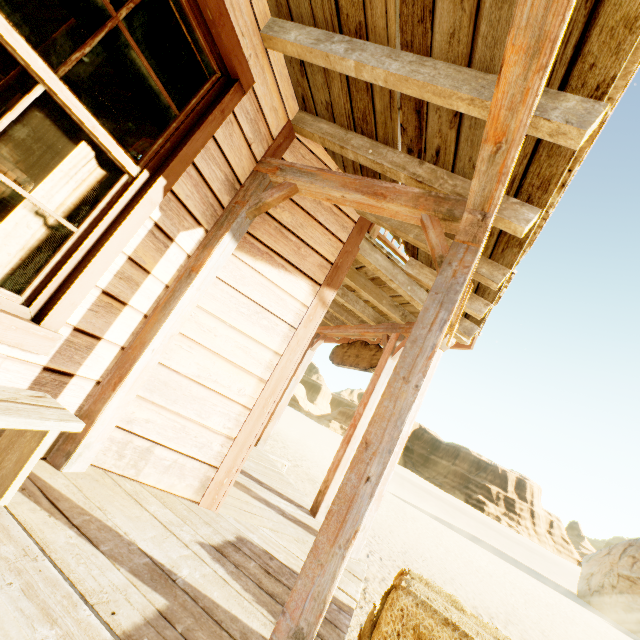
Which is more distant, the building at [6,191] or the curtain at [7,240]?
the building at [6,191]

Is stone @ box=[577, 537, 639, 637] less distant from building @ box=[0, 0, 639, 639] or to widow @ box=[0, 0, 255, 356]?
building @ box=[0, 0, 639, 639]

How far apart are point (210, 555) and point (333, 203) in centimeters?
267cm

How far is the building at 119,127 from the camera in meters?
9.1 m

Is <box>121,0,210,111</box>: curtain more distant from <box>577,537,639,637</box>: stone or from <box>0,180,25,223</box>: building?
<box>577,537,639,637</box>: stone

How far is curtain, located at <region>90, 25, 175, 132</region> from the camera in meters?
1.9 m

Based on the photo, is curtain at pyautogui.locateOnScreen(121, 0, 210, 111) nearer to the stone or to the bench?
the bench

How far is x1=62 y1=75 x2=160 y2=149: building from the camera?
9.1 meters
